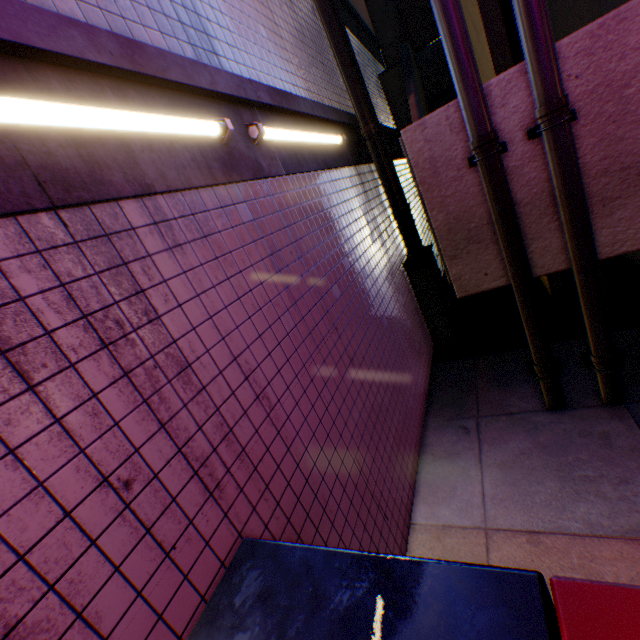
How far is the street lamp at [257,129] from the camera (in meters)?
2.55

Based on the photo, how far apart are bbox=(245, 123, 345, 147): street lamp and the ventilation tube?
2.2m

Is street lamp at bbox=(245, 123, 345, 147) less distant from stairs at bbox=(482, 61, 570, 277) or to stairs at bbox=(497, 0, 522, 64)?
stairs at bbox=(482, 61, 570, 277)

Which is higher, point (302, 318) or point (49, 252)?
point (49, 252)

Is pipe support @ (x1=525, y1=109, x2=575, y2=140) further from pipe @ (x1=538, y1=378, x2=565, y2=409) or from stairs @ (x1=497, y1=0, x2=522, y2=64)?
stairs @ (x1=497, y1=0, x2=522, y2=64)

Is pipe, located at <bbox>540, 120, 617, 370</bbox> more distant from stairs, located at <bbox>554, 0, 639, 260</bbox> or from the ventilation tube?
the ventilation tube

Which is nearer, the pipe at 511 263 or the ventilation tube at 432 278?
the pipe at 511 263

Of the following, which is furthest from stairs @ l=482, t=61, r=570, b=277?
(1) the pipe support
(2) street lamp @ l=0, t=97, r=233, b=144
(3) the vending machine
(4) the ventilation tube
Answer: (3) the vending machine
